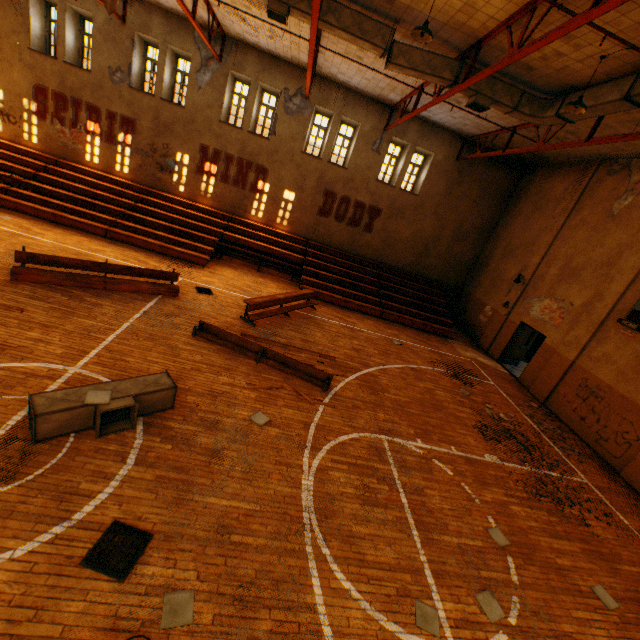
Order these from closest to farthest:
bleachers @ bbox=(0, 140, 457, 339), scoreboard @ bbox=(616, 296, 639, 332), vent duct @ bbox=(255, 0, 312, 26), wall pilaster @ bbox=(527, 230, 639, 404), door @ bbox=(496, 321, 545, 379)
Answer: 1. vent duct @ bbox=(255, 0, 312, 26)
2. scoreboard @ bbox=(616, 296, 639, 332)
3. wall pilaster @ bbox=(527, 230, 639, 404)
4. bleachers @ bbox=(0, 140, 457, 339)
5. door @ bbox=(496, 321, 545, 379)

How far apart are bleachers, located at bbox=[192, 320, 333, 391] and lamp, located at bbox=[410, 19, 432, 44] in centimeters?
768cm

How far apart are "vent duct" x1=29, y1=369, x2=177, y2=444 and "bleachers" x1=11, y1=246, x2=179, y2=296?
4.70m

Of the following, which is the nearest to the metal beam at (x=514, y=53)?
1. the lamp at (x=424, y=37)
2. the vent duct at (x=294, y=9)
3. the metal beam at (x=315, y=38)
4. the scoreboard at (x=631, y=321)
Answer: the vent duct at (x=294, y=9)

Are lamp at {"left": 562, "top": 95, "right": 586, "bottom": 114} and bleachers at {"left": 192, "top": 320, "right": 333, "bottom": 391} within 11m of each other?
yes

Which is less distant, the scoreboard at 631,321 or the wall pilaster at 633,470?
the wall pilaster at 633,470

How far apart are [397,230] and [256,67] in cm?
1006

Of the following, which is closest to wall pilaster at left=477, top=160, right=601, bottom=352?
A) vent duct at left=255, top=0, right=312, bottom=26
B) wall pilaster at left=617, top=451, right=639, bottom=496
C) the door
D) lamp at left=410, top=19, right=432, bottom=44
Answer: the door
